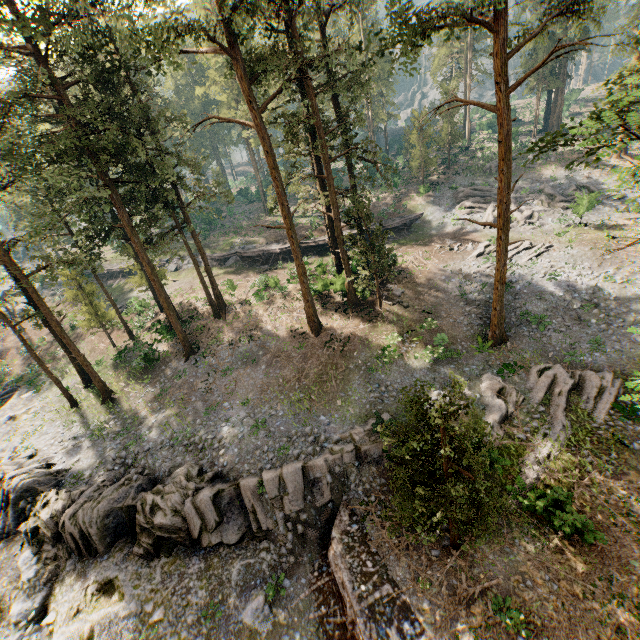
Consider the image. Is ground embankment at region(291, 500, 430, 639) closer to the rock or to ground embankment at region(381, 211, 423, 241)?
the rock

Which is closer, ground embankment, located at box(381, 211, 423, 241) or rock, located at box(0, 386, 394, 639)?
rock, located at box(0, 386, 394, 639)

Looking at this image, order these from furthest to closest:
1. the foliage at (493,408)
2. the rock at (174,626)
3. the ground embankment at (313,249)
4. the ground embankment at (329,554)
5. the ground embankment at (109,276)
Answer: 1. the ground embankment at (109,276)
2. the ground embankment at (313,249)
3. the rock at (174,626)
4. the ground embankment at (329,554)
5. the foliage at (493,408)

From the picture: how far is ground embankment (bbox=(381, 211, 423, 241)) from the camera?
39.09m

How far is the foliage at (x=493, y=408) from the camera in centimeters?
1038cm

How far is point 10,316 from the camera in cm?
4791

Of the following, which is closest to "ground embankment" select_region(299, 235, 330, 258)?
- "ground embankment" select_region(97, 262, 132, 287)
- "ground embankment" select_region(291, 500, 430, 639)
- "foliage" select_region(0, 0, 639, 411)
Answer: "foliage" select_region(0, 0, 639, 411)

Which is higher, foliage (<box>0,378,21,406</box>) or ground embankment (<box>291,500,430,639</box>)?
foliage (<box>0,378,21,406</box>)
